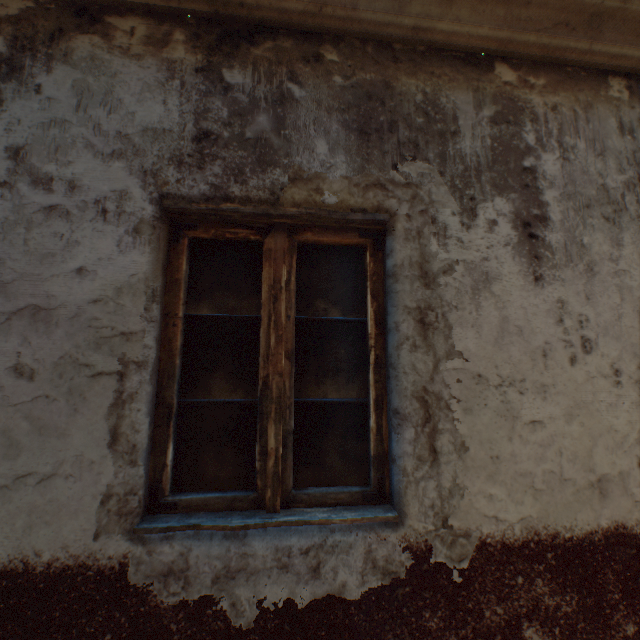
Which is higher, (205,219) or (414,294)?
(205,219)
